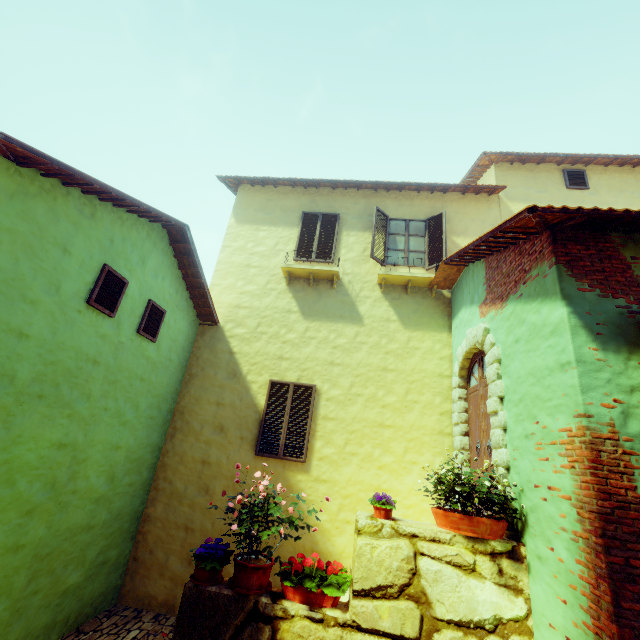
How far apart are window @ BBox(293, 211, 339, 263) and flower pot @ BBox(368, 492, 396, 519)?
5.9 meters

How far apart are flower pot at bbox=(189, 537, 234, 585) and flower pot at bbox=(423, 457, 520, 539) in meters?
2.7 m

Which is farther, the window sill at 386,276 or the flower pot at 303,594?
the window sill at 386,276

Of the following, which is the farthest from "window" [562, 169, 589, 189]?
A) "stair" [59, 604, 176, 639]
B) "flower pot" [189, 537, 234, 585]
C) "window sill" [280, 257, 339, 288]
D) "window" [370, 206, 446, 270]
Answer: "stair" [59, 604, 176, 639]

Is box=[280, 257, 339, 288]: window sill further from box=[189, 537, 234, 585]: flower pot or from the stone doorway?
box=[189, 537, 234, 585]: flower pot

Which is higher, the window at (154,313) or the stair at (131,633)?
the window at (154,313)

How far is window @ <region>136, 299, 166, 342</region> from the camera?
6.1 meters

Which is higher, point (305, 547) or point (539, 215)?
point (539, 215)
